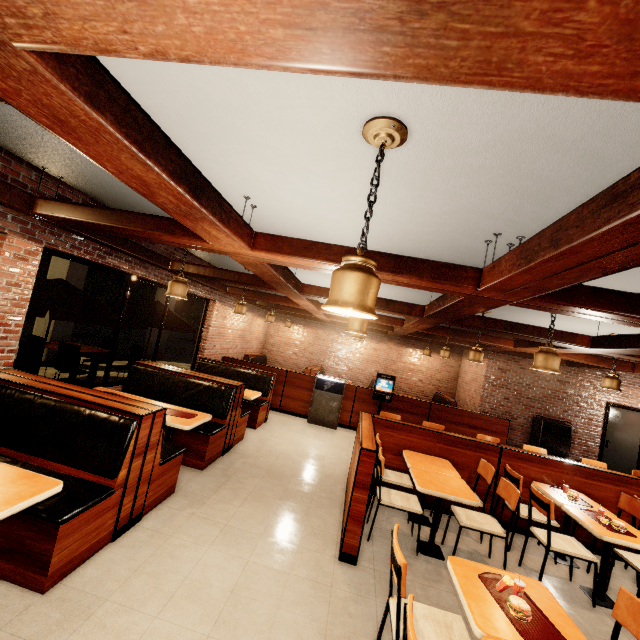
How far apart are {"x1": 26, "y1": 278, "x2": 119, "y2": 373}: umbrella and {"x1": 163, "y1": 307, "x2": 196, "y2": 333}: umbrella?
1.09m

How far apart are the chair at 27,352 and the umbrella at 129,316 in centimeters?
162cm

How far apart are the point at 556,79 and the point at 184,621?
3.59m

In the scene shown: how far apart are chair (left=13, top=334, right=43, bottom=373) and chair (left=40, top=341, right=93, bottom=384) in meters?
0.8

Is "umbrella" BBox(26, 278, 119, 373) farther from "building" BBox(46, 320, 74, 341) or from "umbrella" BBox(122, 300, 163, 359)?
"umbrella" BBox(122, 300, 163, 359)

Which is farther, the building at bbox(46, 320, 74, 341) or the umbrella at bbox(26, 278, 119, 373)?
the building at bbox(46, 320, 74, 341)

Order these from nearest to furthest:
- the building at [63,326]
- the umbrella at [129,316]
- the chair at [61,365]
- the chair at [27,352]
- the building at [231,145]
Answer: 1. the building at [231,145]
2. the chair at [27,352]
3. the chair at [61,365]
4. the umbrella at [129,316]
5. the building at [63,326]

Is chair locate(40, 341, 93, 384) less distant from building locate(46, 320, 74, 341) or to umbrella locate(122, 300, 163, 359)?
umbrella locate(122, 300, 163, 359)
